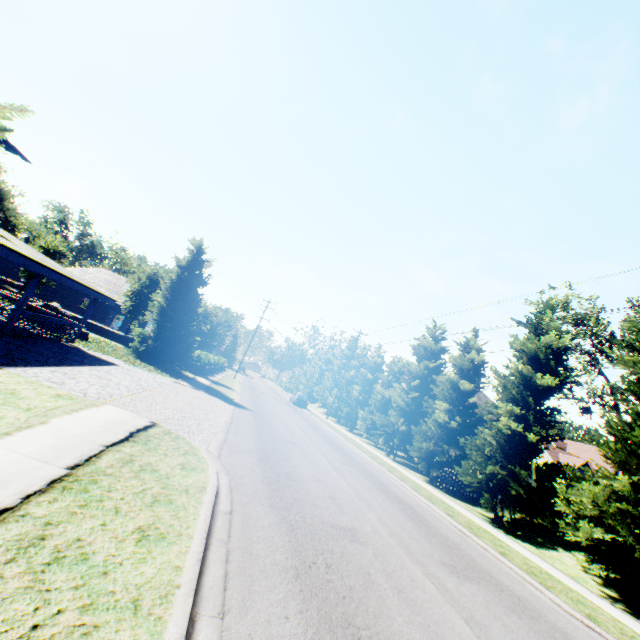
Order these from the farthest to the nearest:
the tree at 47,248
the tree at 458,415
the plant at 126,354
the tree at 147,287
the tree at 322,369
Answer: the tree at 322,369 → the tree at 147,287 → the tree at 47,248 → the plant at 126,354 → the tree at 458,415

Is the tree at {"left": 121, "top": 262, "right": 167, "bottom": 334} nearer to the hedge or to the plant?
the plant

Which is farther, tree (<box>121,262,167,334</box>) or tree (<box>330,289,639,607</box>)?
tree (<box>121,262,167,334</box>)

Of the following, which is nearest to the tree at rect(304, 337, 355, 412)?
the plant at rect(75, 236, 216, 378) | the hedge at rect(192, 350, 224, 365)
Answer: the plant at rect(75, 236, 216, 378)

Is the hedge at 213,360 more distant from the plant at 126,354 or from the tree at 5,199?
the plant at 126,354

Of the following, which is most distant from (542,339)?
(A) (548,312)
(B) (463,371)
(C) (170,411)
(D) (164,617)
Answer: (D) (164,617)

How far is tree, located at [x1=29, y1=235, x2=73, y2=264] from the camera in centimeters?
2758cm

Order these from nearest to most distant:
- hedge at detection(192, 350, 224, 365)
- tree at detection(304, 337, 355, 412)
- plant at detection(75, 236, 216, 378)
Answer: plant at detection(75, 236, 216, 378)
hedge at detection(192, 350, 224, 365)
tree at detection(304, 337, 355, 412)
